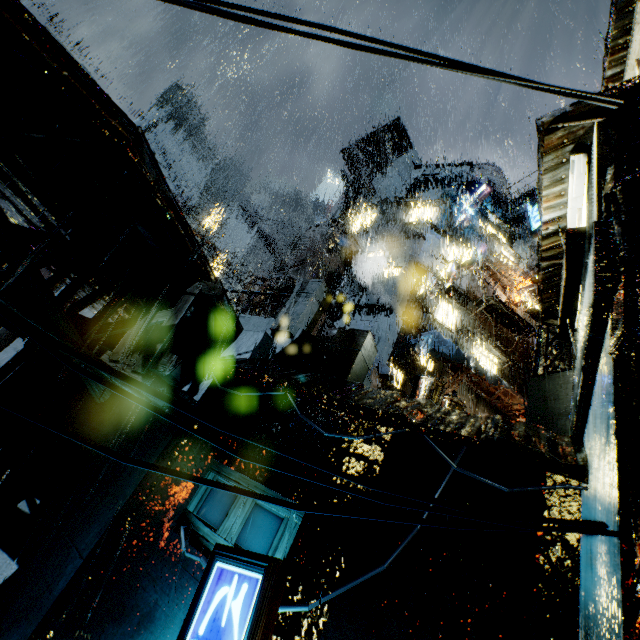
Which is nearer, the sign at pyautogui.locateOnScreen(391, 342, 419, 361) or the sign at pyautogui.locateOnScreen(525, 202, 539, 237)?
the sign at pyautogui.locateOnScreen(525, 202, 539, 237)

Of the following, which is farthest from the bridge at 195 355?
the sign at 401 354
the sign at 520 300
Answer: the sign at 520 300

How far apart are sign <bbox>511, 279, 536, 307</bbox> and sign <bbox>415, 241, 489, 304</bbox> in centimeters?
668cm

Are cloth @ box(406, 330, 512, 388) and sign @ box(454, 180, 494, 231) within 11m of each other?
no

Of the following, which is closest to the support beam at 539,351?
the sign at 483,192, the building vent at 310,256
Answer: the building vent at 310,256

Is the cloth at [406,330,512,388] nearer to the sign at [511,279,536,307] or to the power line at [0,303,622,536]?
the sign at [511,279,536,307]

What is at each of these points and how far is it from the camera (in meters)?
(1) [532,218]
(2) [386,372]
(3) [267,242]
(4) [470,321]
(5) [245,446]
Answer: (1) sign, 13.96
(2) cloth, 16.70
(3) building, 46.00
(4) building, 22.12
(5) building, 5.66

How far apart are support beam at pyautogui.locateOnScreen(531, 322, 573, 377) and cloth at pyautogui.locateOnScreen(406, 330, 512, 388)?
6.7 meters
